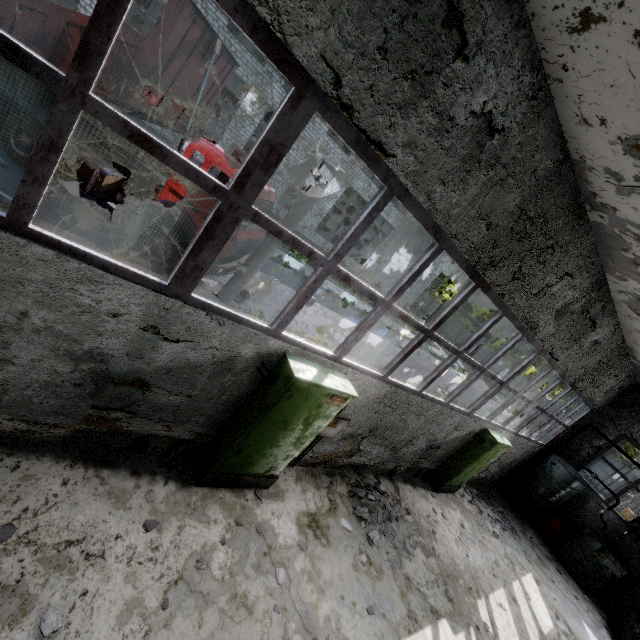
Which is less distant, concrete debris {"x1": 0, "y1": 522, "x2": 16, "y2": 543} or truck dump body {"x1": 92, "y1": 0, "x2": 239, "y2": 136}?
concrete debris {"x1": 0, "y1": 522, "x2": 16, "y2": 543}

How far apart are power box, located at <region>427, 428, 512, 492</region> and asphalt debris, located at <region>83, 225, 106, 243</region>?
10.93m

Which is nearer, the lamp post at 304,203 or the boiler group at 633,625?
the lamp post at 304,203

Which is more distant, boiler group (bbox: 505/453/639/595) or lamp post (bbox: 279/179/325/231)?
boiler group (bbox: 505/453/639/595)

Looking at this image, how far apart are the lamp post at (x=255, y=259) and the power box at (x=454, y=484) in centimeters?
802cm

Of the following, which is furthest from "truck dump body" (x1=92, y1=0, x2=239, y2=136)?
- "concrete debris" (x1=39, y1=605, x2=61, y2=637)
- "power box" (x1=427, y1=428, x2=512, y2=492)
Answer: "power box" (x1=427, y1=428, x2=512, y2=492)

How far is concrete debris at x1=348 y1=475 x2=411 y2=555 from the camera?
6.67m

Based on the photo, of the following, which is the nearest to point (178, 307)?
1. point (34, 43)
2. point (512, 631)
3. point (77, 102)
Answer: point (77, 102)
